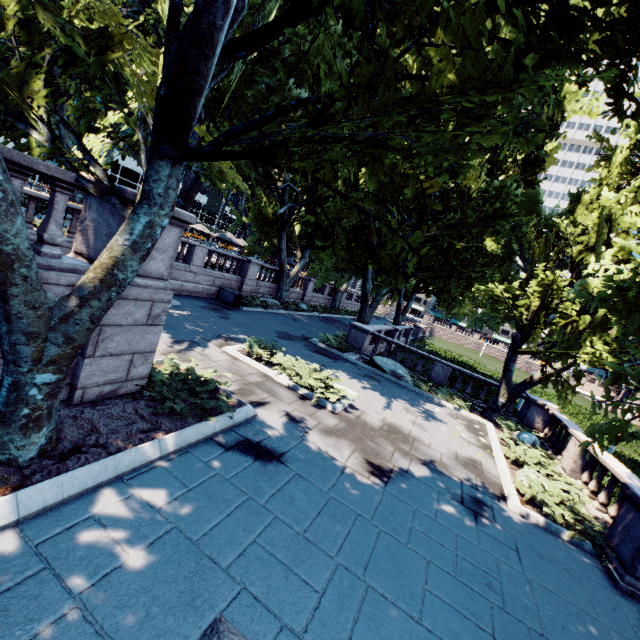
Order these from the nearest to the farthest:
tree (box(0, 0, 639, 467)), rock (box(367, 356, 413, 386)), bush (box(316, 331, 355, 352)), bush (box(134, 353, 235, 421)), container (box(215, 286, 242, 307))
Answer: tree (box(0, 0, 639, 467)), bush (box(134, 353, 235, 421)), rock (box(367, 356, 413, 386)), bush (box(316, 331, 355, 352)), container (box(215, 286, 242, 307))

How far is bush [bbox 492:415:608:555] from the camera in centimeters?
776cm

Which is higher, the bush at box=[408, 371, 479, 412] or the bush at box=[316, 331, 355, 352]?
the bush at box=[316, 331, 355, 352]

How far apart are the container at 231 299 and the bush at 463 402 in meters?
Result: 12.6 m

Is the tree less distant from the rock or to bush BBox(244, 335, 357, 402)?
the rock

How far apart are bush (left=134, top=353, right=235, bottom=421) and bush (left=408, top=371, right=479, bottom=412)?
11.7 meters

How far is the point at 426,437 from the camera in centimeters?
1073cm

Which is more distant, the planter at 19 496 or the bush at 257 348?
the bush at 257 348
